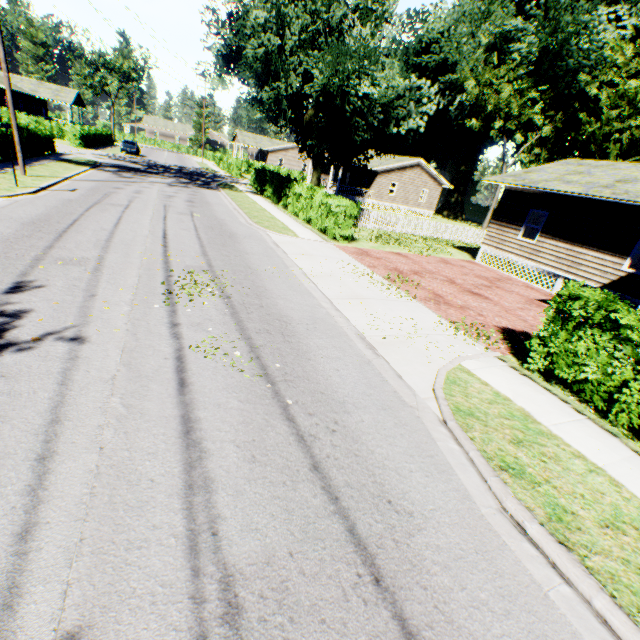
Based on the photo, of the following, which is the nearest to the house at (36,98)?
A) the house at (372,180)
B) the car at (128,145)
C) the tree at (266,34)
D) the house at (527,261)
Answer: the car at (128,145)

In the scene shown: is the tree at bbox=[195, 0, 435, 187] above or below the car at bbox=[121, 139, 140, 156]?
above

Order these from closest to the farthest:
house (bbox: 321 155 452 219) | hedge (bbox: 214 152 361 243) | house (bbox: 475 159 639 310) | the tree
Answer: house (bbox: 475 159 639 310), the tree, hedge (bbox: 214 152 361 243), house (bbox: 321 155 452 219)

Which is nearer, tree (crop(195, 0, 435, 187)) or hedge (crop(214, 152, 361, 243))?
tree (crop(195, 0, 435, 187))

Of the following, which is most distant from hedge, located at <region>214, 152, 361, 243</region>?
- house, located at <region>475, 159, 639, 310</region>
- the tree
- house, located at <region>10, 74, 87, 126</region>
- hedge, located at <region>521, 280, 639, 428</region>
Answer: hedge, located at <region>521, 280, 639, 428</region>

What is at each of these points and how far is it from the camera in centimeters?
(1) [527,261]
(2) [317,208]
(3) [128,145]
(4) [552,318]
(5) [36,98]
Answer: (1) house, 1680cm
(2) hedge, 1798cm
(3) car, 4006cm
(4) hedge, 698cm
(5) house, 5009cm

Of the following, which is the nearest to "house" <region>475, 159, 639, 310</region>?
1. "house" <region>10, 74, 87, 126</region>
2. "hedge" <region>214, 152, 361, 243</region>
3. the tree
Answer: the tree

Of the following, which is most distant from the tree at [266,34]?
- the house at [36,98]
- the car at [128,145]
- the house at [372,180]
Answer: the house at [36,98]
